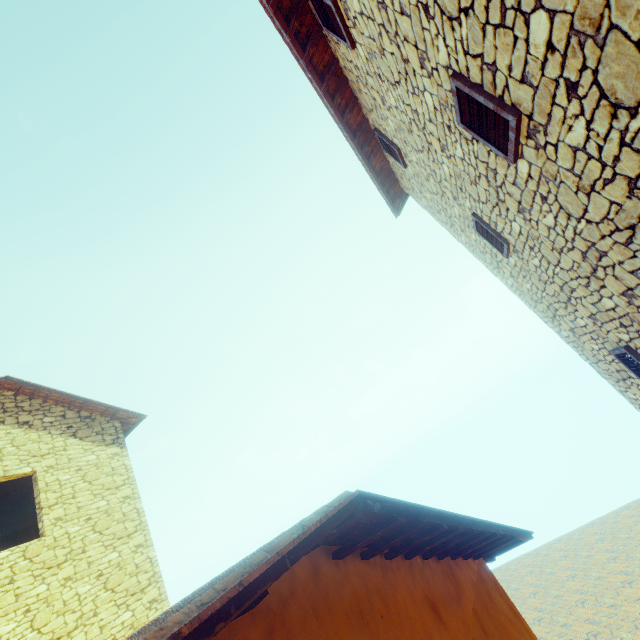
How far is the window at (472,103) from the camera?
2.4m

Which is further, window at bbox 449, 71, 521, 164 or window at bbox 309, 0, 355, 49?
window at bbox 309, 0, 355, 49

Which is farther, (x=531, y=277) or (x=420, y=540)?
(x=531, y=277)

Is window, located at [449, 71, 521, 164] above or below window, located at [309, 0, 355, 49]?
below

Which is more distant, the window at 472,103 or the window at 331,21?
the window at 331,21

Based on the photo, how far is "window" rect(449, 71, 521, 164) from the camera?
2.4 meters
